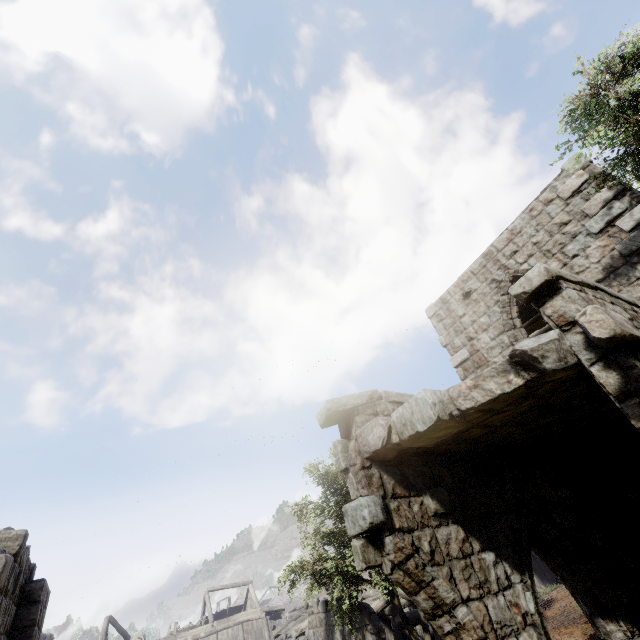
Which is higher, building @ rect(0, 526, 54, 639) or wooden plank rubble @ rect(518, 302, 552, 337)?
wooden plank rubble @ rect(518, 302, 552, 337)

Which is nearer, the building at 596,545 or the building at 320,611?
the building at 596,545

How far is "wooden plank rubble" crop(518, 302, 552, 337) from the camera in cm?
1166

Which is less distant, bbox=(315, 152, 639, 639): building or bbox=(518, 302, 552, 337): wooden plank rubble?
bbox=(315, 152, 639, 639): building

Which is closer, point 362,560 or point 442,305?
point 362,560

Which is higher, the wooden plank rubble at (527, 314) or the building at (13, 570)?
the wooden plank rubble at (527, 314)

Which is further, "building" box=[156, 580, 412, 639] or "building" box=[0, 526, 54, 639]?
"building" box=[156, 580, 412, 639]
